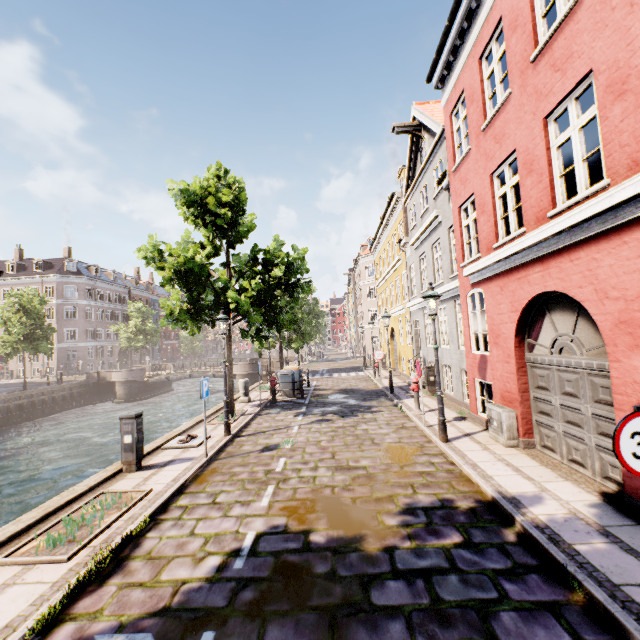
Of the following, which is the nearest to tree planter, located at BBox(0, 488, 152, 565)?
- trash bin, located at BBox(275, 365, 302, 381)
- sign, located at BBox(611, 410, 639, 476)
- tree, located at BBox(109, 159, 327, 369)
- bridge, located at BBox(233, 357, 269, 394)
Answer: tree, located at BBox(109, 159, 327, 369)

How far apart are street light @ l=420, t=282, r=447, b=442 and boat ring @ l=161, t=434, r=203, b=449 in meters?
6.4 m

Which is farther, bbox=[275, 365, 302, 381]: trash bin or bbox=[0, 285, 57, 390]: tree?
bbox=[0, 285, 57, 390]: tree

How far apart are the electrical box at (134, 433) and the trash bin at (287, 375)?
9.2 meters

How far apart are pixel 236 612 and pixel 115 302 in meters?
63.5

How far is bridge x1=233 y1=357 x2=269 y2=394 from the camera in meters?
31.8 m

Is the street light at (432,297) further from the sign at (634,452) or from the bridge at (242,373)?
the bridge at (242,373)

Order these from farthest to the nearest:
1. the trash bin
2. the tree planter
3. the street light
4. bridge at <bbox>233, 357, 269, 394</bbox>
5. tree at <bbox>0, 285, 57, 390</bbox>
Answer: bridge at <bbox>233, 357, 269, 394</bbox> → tree at <bbox>0, 285, 57, 390</bbox> → the trash bin → the street light → the tree planter
